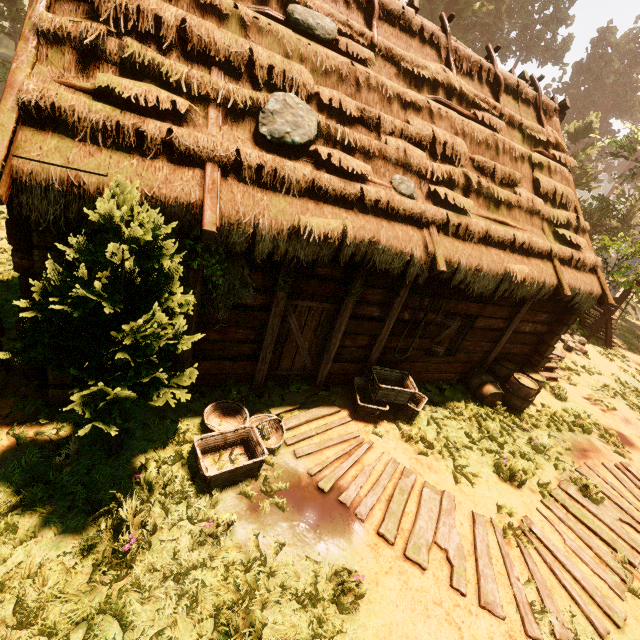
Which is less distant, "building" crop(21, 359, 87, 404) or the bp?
"building" crop(21, 359, 87, 404)

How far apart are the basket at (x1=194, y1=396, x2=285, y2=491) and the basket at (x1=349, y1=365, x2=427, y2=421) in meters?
1.7

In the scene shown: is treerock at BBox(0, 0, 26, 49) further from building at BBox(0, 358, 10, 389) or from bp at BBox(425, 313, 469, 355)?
bp at BBox(425, 313, 469, 355)

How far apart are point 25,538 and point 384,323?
6.2 meters

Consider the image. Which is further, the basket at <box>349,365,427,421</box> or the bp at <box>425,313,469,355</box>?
the bp at <box>425,313,469,355</box>

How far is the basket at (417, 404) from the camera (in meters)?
6.67

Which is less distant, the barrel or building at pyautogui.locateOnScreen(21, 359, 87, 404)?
building at pyautogui.locateOnScreen(21, 359, 87, 404)

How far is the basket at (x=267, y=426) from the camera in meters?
4.6 m
